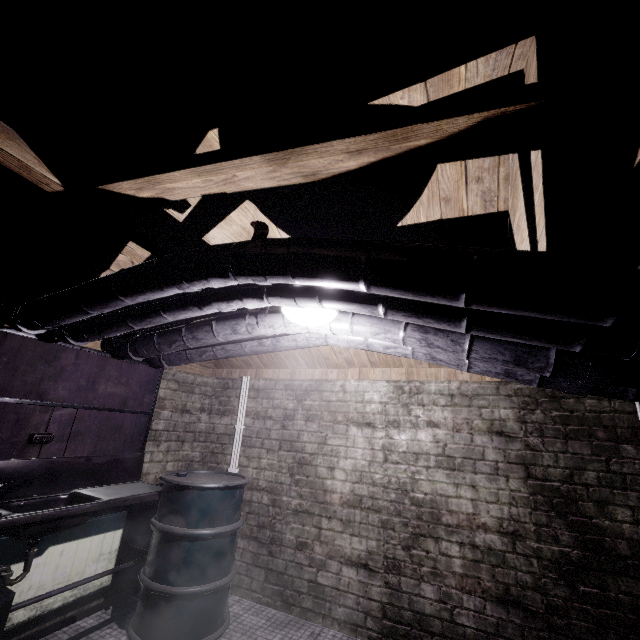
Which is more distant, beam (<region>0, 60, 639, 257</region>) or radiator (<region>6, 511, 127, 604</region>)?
radiator (<region>6, 511, 127, 604</region>)

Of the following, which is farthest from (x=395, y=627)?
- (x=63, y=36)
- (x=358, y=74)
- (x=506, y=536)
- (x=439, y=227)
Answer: (x=63, y=36)

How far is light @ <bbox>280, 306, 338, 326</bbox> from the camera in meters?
1.8

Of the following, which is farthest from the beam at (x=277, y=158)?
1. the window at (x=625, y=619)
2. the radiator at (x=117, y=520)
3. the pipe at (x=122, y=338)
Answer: the window at (x=625, y=619)

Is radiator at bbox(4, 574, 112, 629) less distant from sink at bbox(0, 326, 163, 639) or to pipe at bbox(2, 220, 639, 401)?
sink at bbox(0, 326, 163, 639)

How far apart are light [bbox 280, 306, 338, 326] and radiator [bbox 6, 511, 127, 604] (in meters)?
2.33

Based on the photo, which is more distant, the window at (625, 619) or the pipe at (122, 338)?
the window at (625, 619)

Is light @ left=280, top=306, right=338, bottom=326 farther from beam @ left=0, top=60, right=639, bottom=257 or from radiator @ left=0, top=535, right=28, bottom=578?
radiator @ left=0, top=535, right=28, bottom=578
